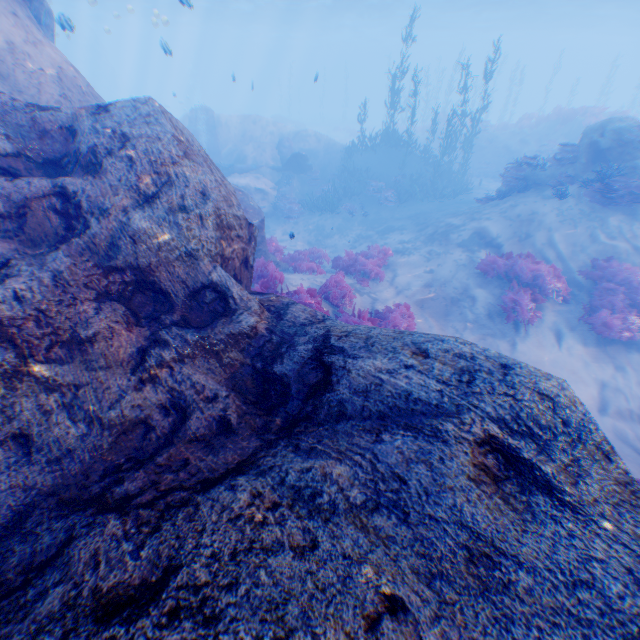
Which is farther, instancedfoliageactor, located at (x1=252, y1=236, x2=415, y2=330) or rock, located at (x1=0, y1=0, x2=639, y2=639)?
instancedfoliageactor, located at (x1=252, y1=236, x2=415, y2=330)

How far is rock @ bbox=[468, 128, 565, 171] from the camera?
22.6 meters

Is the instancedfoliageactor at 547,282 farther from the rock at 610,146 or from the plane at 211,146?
the plane at 211,146

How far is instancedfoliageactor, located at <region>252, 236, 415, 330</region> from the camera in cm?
838

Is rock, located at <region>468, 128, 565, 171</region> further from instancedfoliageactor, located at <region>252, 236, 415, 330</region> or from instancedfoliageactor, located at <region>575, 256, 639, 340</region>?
instancedfoliageactor, located at <region>252, 236, 415, 330</region>

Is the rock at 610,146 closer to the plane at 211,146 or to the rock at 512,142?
the plane at 211,146

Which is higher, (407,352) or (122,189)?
(122,189)

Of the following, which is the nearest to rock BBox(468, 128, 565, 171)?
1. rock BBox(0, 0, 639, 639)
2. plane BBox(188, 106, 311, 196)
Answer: rock BBox(0, 0, 639, 639)
